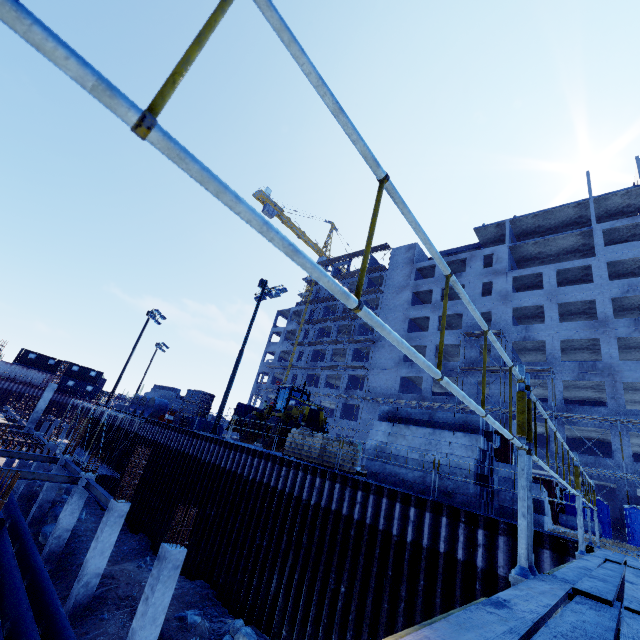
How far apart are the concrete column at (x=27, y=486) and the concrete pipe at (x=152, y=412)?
5.4 meters

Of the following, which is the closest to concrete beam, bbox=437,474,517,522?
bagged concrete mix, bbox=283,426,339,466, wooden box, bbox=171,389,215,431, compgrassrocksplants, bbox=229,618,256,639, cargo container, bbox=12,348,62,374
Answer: bagged concrete mix, bbox=283,426,339,466

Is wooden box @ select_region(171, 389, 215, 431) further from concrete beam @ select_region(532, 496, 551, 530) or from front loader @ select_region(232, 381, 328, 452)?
concrete beam @ select_region(532, 496, 551, 530)

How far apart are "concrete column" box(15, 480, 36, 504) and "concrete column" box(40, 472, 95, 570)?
9.3 meters

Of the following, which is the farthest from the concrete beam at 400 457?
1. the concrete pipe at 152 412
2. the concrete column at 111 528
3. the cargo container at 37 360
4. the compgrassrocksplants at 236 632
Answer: the cargo container at 37 360

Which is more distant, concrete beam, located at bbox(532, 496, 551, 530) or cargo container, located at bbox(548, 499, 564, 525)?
cargo container, located at bbox(548, 499, 564, 525)

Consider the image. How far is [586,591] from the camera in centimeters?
180cm

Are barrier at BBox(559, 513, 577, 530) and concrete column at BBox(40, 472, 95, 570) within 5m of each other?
no
